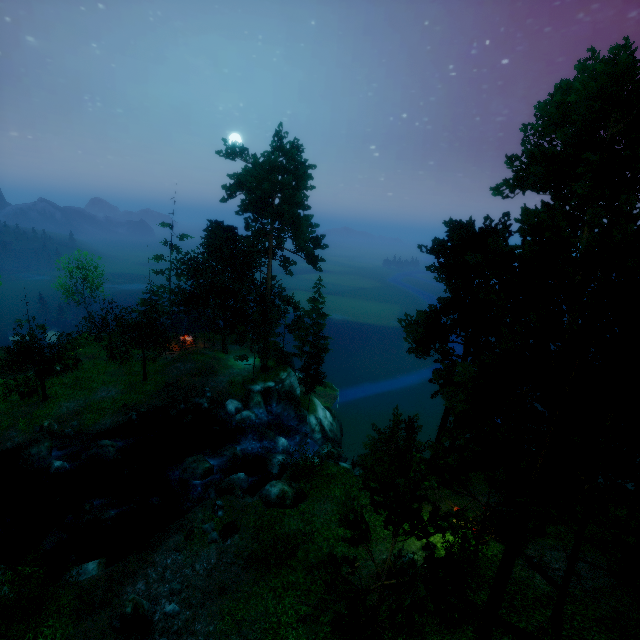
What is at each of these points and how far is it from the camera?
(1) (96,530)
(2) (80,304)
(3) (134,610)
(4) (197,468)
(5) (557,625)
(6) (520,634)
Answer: (1) rock, 18.95m
(2) tree, 40.03m
(3) rock, 13.57m
(4) rock, 22.83m
(5) log, 10.62m
(6) log, 10.97m

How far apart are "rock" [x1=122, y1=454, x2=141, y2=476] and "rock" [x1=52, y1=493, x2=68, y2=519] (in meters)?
2.92

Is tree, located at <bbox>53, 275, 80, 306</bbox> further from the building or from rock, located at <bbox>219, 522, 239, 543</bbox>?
rock, located at <bbox>219, 522, 239, 543</bbox>

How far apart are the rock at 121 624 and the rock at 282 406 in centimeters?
1986cm

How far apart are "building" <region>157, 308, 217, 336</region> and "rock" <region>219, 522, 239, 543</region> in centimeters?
2301cm

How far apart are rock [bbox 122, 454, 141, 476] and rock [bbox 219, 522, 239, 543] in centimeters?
1007cm

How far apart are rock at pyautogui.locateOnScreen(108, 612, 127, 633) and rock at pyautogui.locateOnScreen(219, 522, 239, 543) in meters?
3.1 m

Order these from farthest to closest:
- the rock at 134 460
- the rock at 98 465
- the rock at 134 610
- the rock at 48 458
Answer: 1. the rock at 134 460
2. the rock at 98 465
3. the rock at 48 458
4. the rock at 134 610
